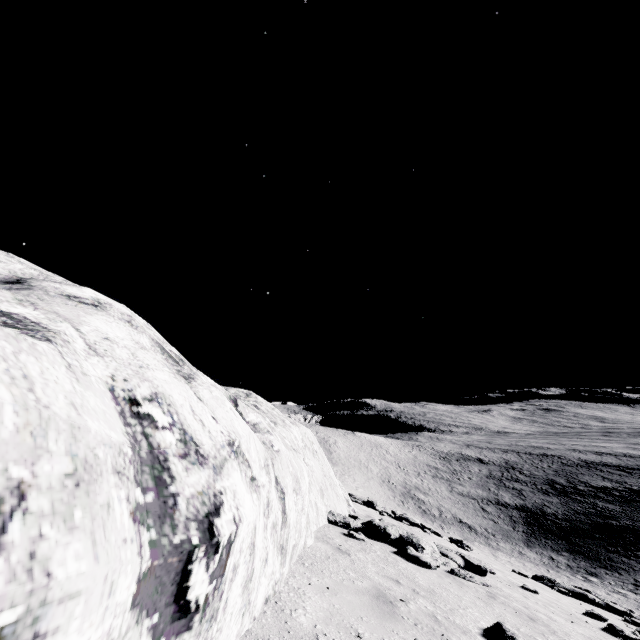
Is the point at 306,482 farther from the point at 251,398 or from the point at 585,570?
the point at 585,570

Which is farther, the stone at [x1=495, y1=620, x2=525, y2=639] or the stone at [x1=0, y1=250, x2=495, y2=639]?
the stone at [x1=495, y1=620, x2=525, y2=639]

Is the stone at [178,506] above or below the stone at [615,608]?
above

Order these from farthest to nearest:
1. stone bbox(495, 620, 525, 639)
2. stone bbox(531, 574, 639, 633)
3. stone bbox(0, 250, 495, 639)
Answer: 1. stone bbox(531, 574, 639, 633)
2. stone bbox(495, 620, 525, 639)
3. stone bbox(0, 250, 495, 639)

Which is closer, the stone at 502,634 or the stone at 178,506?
the stone at 178,506

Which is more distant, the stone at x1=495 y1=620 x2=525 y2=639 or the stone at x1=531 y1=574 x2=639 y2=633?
the stone at x1=531 y1=574 x2=639 y2=633

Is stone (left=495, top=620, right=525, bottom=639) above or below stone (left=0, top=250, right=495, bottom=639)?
below
